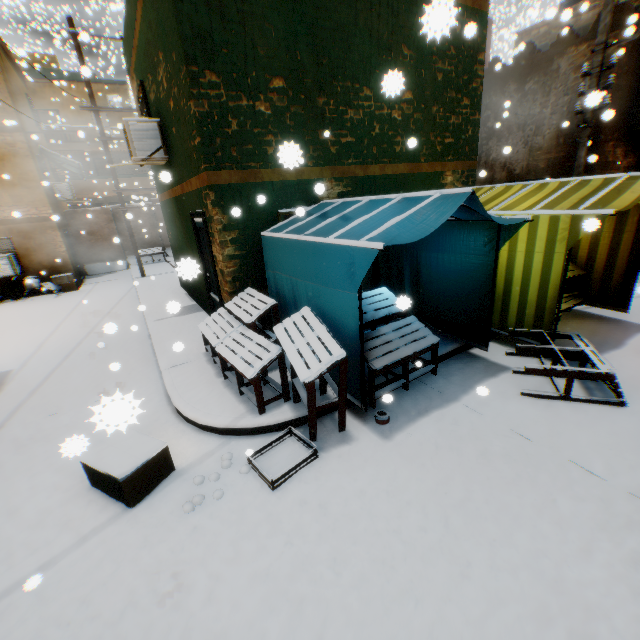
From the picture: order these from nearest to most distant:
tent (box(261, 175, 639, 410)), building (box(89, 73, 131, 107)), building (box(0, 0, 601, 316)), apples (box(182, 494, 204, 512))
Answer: apples (box(182, 494, 204, 512))
tent (box(261, 175, 639, 410))
building (box(0, 0, 601, 316))
building (box(89, 73, 131, 107))

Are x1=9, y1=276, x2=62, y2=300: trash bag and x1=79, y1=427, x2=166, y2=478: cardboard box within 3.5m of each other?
no

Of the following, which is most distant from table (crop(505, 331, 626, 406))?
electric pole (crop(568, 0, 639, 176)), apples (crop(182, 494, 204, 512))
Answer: apples (crop(182, 494, 204, 512))

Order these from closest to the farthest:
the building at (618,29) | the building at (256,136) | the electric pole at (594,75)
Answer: the building at (256,136) → the electric pole at (594,75) → the building at (618,29)

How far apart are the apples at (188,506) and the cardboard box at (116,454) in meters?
0.5 m

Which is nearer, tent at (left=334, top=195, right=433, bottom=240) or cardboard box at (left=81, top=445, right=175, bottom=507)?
cardboard box at (left=81, top=445, right=175, bottom=507)

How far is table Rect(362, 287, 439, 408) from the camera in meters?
4.0 m

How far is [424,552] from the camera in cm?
260
